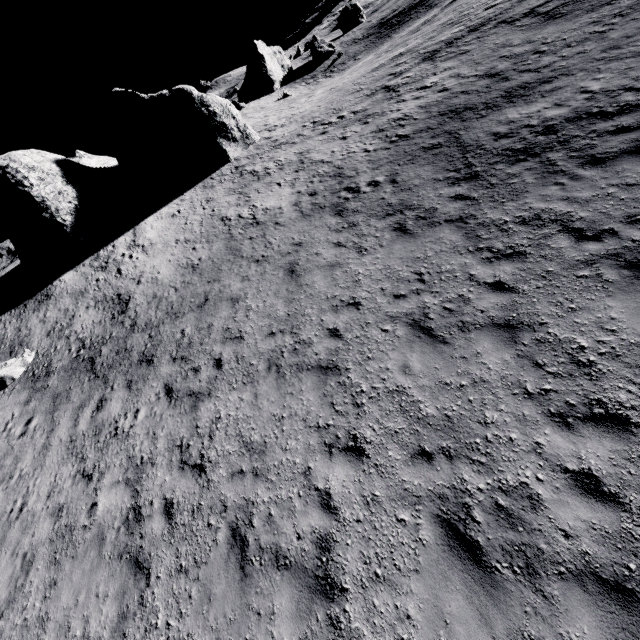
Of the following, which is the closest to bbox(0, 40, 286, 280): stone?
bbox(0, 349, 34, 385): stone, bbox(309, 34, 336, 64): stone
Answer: bbox(0, 349, 34, 385): stone

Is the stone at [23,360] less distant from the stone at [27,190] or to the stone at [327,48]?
the stone at [27,190]

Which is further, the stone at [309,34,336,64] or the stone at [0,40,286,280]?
the stone at [309,34,336,64]

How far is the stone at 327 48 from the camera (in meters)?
58.53

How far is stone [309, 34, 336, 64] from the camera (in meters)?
58.53

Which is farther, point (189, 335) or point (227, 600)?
point (189, 335)

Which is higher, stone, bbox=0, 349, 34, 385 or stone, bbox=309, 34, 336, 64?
stone, bbox=309, 34, 336, 64
